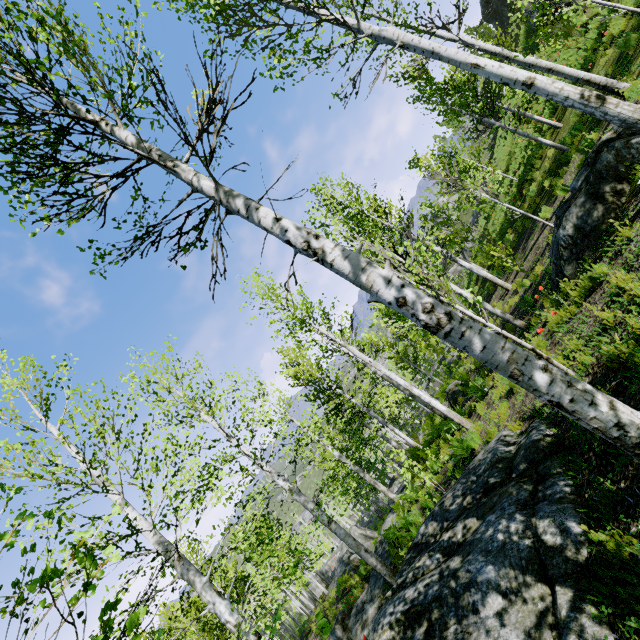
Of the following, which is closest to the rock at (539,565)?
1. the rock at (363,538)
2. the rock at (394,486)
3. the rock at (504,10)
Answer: the rock at (394,486)

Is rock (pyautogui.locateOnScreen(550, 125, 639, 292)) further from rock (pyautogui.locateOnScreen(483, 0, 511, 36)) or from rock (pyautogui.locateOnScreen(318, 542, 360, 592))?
rock (pyautogui.locateOnScreen(483, 0, 511, 36))

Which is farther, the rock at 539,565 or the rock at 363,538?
the rock at 363,538

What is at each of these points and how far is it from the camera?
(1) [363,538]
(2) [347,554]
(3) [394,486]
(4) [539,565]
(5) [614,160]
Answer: (1) rock, 27.56m
(2) rock, 20.80m
(3) rock, 20.47m
(4) rock, 2.92m
(5) rock, 5.88m

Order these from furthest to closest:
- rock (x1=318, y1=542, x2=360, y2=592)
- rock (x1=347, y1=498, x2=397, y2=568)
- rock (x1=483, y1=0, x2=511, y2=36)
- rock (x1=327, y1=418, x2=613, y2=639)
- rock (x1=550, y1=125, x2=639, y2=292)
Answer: rock (x1=483, y1=0, x2=511, y2=36), rock (x1=318, y1=542, x2=360, y2=592), rock (x1=347, y1=498, x2=397, y2=568), rock (x1=550, y1=125, x2=639, y2=292), rock (x1=327, y1=418, x2=613, y2=639)

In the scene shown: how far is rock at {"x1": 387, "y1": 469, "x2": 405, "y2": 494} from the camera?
17.8m

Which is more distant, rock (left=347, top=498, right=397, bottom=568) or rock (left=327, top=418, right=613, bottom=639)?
rock (left=347, top=498, right=397, bottom=568)

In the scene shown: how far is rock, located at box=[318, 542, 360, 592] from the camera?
19.56m
